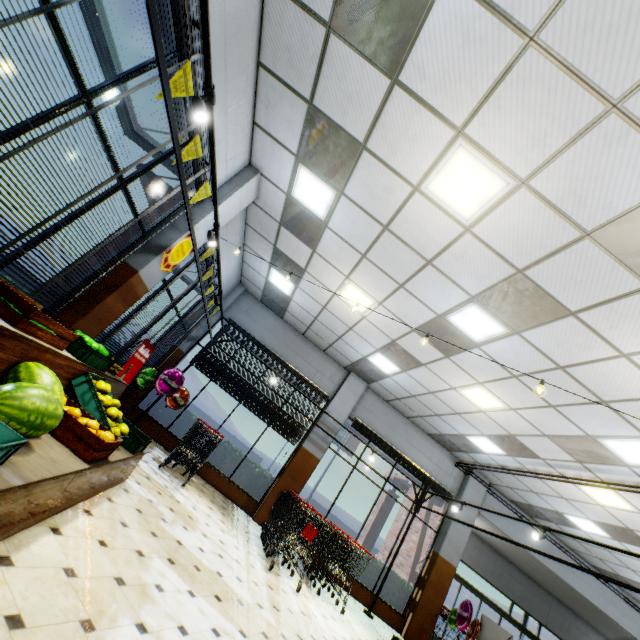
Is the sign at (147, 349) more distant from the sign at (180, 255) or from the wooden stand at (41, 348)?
the sign at (180, 255)

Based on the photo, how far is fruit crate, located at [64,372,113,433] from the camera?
3.12m

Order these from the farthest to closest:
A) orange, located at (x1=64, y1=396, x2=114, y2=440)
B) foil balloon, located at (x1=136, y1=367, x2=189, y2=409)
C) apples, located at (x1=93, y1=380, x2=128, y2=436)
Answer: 1. foil balloon, located at (x1=136, y1=367, x2=189, y2=409)
2. apples, located at (x1=93, y1=380, x2=128, y2=436)
3. orange, located at (x1=64, y1=396, x2=114, y2=440)

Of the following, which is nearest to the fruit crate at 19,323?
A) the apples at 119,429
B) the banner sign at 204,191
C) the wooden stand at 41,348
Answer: the wooden stand at 41,348

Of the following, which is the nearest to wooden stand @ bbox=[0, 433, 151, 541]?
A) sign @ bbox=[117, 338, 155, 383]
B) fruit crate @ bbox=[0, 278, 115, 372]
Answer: fruit crate @ bbox=[0, 278, 115, 372]

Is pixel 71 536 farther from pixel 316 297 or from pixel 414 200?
pixel 316 297

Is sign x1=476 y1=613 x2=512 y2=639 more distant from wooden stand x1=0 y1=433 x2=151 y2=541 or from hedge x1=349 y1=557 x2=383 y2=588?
wooden stand x1=0 y1=433 x2=151 y2=541

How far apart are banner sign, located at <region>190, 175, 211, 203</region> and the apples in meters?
2.6
